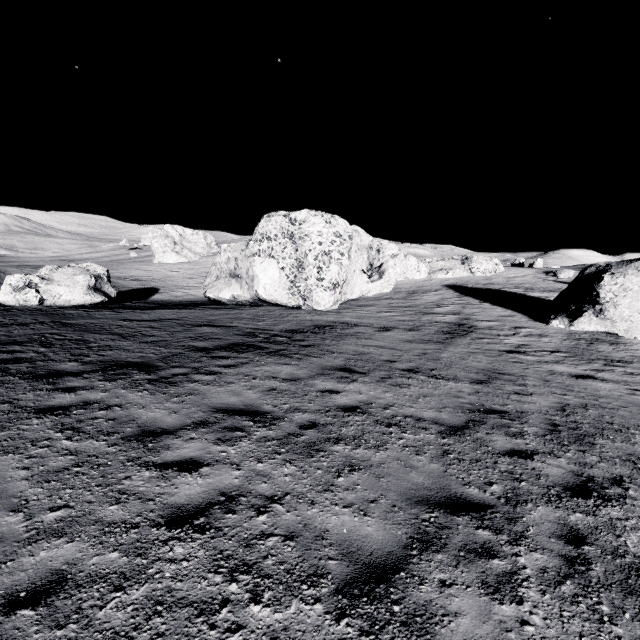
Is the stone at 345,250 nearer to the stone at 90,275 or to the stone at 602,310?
the stone at 90,275

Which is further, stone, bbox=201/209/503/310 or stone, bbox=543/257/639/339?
stone, bbox=201/209/503/310

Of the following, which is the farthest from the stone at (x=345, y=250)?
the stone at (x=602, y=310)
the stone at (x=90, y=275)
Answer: the stone at (x=602, y=310)

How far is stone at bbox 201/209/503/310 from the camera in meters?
22.7 m

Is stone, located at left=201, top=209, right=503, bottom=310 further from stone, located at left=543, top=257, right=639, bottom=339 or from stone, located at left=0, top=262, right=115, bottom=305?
stone, located at left=543, top=257, right=639, bottom=339

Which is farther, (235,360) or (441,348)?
(441,348)

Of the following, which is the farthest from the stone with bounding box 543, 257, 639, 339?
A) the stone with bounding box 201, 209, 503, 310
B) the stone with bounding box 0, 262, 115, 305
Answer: the stone with bounding box 0, 262, 115, 305
